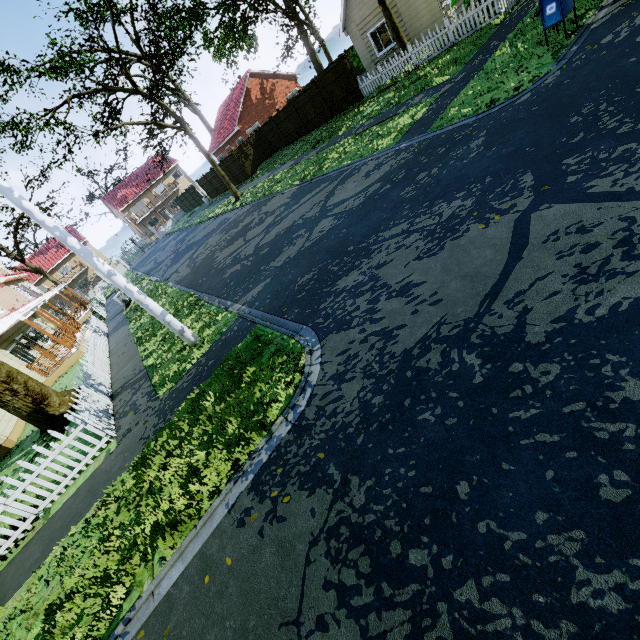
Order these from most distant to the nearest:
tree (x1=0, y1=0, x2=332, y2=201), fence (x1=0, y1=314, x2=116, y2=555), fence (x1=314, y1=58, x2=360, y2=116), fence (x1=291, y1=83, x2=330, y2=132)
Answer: fence (x1=291, y1=83, x2=330, y2=132), fence (x1=314, y1=58, x2=360, y2=116), tree (x1=0, y1=0, x2=332, y2=201), fence (x1=0, y1=314, x2=116, y2=555)

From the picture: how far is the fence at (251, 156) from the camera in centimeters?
2719cm

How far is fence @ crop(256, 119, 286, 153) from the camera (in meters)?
25.95

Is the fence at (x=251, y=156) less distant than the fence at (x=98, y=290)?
Yes

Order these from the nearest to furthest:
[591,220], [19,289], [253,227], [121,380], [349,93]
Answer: [591,220] → [121,380] → [253,227] → [349,93] → [19,289]

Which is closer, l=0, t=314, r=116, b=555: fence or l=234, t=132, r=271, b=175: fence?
l=0, t=314, r=116, b=555: fence

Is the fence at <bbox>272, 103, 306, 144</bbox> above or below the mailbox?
above
